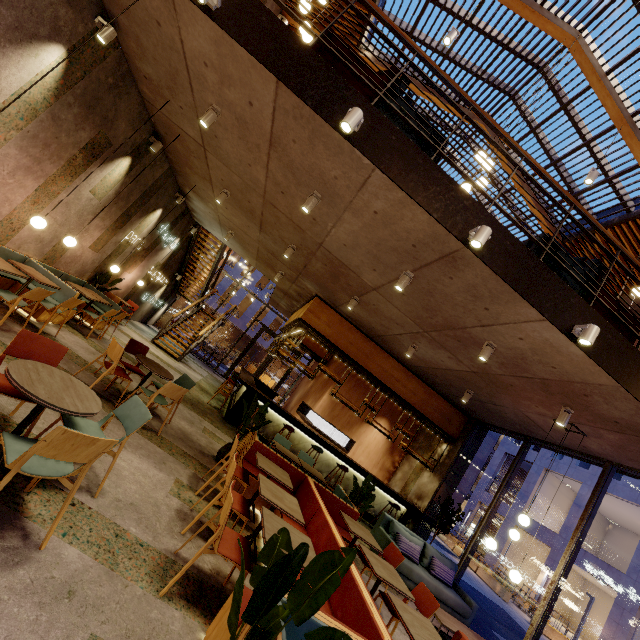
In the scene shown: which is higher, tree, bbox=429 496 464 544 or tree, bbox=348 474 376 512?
tree, bbox=429 496 464 544

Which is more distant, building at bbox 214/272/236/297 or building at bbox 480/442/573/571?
building at bbox 214/272/236/297

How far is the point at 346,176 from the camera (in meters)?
4.38

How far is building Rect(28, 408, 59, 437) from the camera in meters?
3.3

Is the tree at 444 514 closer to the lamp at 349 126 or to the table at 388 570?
the table at 388 570

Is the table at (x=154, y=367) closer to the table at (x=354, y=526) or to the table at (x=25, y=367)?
the table at (x=25, y=367)

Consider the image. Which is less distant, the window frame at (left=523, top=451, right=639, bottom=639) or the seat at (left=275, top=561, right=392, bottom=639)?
the seat at (left=275, top=561, right=392, bottom=639)

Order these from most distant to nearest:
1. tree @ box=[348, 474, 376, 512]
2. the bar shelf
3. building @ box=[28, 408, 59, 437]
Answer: the bar shelf < tree @ box=[348, 474, 376, 512] < building @ box=[28, 408, 59, 437]
